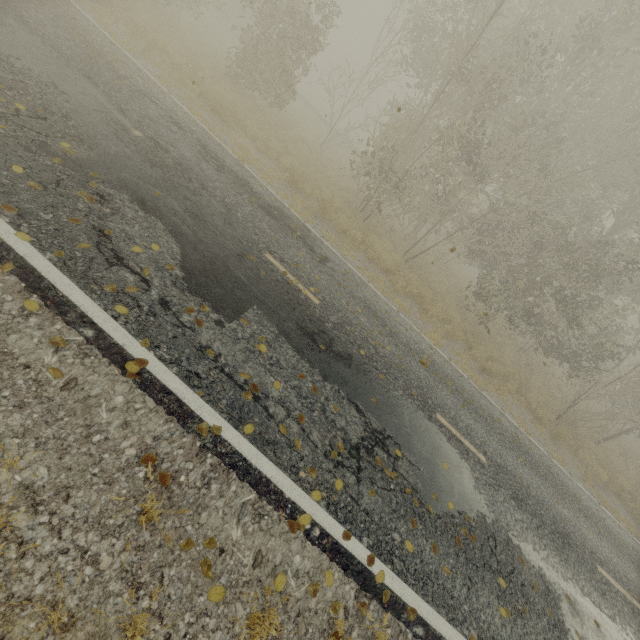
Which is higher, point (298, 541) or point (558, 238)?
point (558, 238)

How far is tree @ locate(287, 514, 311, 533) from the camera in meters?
3.5

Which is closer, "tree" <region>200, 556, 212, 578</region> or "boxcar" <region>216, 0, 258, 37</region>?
"tree" <region>200, 556, 212, 578</region>

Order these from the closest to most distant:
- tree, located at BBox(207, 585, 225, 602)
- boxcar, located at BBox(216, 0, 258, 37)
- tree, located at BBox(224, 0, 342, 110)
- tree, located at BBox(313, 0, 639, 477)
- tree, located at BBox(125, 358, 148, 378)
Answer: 1. tree, located at BBox(207, 585, 225, 602)
2. tree, located at BBox(125, 358, 148, 378)
3. tree, located at BBox(313, 0, 639, 477)
4. tree, located at BBox(224, 0, 342, 110)
5. boxcar, located at BBox(216, 0, 258, 37)

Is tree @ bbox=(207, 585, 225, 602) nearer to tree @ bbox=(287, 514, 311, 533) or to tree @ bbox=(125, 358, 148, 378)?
tree @ bbox=(287, 514, 311, 533)

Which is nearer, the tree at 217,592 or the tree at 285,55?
the tree at 217,592

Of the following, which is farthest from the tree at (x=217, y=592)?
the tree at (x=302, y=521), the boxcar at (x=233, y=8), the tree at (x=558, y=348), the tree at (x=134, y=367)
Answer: the boxcar at (x=233, y=8)

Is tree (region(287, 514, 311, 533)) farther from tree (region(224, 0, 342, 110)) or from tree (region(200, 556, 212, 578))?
tree (region(224, 0, 342, 110))
